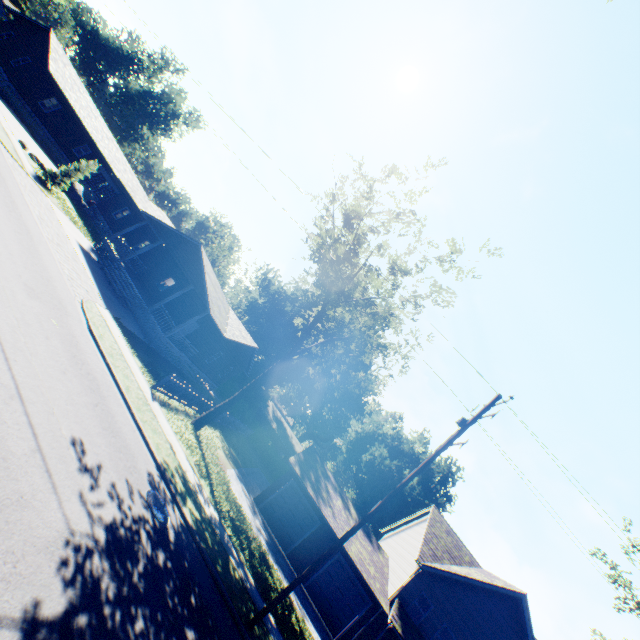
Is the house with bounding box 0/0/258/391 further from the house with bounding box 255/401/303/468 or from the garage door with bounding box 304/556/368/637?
the house with bounding box 255/401/303/468

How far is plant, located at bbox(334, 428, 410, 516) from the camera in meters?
51.0

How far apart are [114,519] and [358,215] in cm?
1811

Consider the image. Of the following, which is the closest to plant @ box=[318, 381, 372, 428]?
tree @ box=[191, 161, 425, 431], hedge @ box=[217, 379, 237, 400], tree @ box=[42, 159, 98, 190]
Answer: hedge @ box=[217, 379, 237, 400]

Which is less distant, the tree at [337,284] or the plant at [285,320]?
the tree at [337,284]

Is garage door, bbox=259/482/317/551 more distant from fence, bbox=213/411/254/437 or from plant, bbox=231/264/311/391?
plant, bbox=231/264/311/391

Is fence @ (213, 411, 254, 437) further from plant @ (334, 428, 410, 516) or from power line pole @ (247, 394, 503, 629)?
power line pole @ (247, 394, 503, 629)

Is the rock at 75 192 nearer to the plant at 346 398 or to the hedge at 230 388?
the hedge at 230 388
